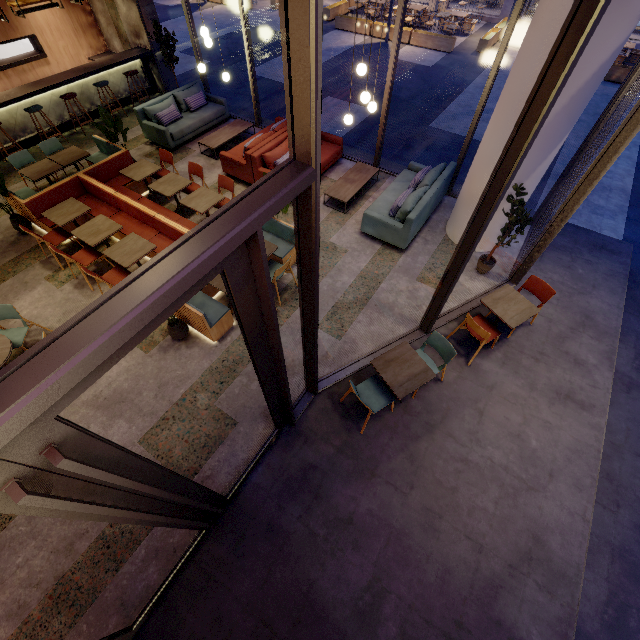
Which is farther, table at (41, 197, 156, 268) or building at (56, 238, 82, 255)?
building at (56, 238, 82, 255)

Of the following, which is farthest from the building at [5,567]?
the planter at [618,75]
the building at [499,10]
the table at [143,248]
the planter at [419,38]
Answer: the building at [499,10]

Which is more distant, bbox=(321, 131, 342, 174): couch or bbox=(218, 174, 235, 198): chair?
bbox=(321, 131, 342, 174): couch

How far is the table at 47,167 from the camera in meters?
6.8

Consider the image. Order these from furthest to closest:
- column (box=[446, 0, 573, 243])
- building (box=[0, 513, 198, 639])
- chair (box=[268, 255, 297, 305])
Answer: chair (box=[268, 255, 297, 305]) → column (box=[446, 0, 573, 243]) → building (box=[0, 513, 198, 639])

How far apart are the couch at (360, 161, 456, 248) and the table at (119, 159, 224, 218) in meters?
3.7 m

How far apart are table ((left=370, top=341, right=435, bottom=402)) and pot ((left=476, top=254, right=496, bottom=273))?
2.8 meters

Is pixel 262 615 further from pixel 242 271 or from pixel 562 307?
pixel 562 307
